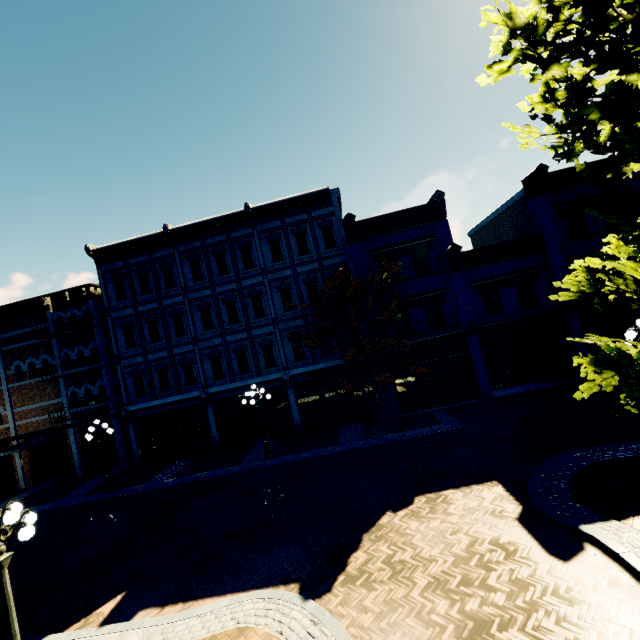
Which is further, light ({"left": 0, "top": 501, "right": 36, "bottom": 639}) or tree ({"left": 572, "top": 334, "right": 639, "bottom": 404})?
light ({"left": 0, "top": 501, "right": 36, "bottom": 639})

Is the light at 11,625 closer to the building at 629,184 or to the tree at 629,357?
the tree at 629,357

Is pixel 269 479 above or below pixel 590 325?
below

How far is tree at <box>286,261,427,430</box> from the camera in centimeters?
1505cm

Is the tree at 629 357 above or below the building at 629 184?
below

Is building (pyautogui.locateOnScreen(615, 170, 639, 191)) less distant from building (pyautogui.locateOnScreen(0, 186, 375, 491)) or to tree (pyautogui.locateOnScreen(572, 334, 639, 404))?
tree (pyautogui.locateOnScreen(572, 334, 639, 404))

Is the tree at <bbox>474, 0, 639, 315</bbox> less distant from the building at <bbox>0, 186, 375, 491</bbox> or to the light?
the building at <bbox>0, 186, 375, 491</bbox>

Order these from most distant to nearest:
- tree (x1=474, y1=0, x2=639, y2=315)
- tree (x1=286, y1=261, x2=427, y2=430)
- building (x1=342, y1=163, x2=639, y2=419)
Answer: building (x1=342, y1=163, x2=639, y2=419) < tree (x1=286, y1=261, x2=427, y2=430) < tree (x1=474, y1=0, x2=639, y2=315)
